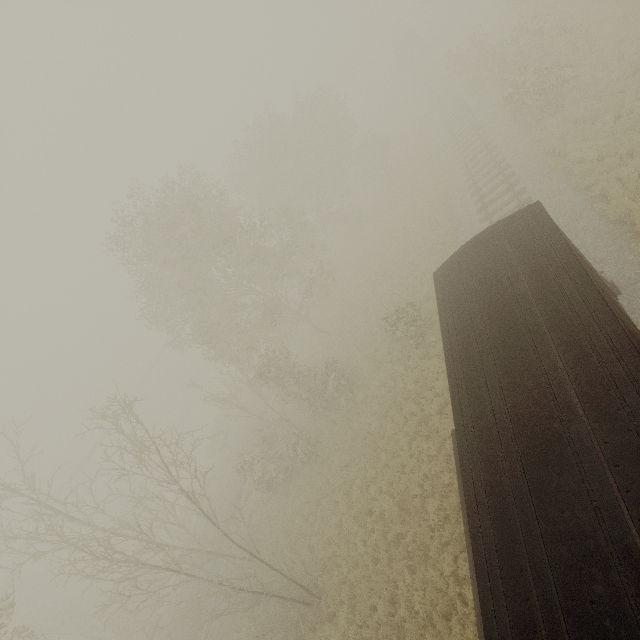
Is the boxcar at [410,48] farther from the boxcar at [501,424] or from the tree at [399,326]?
the boxcar at [501,424]

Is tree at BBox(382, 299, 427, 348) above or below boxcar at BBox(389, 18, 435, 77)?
below

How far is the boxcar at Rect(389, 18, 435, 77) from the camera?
41.8m

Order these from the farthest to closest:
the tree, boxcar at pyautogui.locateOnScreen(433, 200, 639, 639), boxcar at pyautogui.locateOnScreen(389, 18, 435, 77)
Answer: boxcar at pyautogui.locateOnScreen(389, 18, 435, 77), the tree, boxcar at pyautogui.locateOnScreen(433, 200, 639, 639)

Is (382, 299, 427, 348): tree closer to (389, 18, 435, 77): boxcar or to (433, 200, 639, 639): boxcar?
(433, 200, 639, 639): boxcar

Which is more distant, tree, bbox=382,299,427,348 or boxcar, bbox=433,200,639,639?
tree, bbox=382,299,427,348

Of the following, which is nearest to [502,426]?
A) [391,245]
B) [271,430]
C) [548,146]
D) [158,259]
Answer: [271,430]
